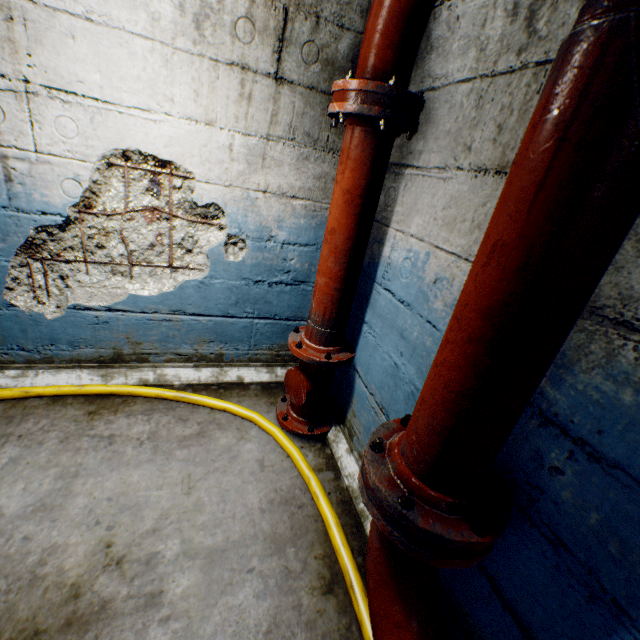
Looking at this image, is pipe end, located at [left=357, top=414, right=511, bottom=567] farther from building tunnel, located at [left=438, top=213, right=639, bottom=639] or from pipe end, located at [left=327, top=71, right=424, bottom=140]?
pipe end, located at [left=327, top=71, right=424, bottom=140]

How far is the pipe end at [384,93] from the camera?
1.47m

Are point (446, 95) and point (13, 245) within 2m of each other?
no

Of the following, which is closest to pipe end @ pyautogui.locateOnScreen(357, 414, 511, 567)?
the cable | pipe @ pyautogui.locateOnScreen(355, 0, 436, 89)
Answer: pipe @ pyautogui.locateOnScreen(355, 0, 436, 89)

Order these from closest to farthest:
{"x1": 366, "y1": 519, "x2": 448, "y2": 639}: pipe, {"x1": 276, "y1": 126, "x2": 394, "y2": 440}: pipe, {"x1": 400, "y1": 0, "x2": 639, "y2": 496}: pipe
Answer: {"x1": 400, "y1": 0, "x2": 639, "y2": 496}: pipe → {"x1": 366, "y1": 519, "x2": 448, "y2": 639}: pipe → {"x1": 276, "y1": 126, "x2": 394, "y2": 440}: pipe

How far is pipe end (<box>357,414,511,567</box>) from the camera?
0.9m

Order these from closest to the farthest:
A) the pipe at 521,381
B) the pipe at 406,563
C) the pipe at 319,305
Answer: the pipe at 521,381, the pipe at 406,563, the pipe at 319,305

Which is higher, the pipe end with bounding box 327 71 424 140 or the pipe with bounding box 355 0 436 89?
the pipe with bounding box 355 0 436 89
